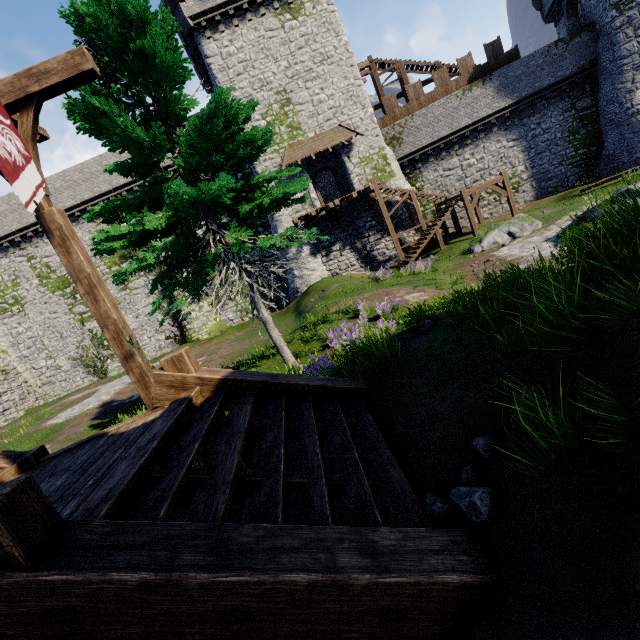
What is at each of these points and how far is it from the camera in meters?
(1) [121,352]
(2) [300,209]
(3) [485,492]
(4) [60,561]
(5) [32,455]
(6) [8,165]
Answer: (1) wooden post, 5.7
(2) building, 24.1
(3) instancedfoliageactor, 2.2
(4) stairs, 1.7
(5) wooden support, 4.7
(6) flag, 4.2

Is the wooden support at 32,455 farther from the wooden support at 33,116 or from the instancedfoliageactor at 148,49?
the wooden support at 33,116

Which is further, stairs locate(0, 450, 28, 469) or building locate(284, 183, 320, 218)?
building locate(284, 183, 320, 218)

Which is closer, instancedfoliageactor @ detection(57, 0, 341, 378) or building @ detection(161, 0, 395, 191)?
instancedfoliageactor @ detection(57, 0, 341, 378)

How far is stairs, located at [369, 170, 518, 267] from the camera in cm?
2130

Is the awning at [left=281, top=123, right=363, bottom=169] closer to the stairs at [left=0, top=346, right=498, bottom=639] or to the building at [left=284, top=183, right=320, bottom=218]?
the building at [left=284, top=183, right=320, bottom=218]

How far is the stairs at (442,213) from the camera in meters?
21.3

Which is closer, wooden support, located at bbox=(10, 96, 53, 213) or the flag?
the flag
